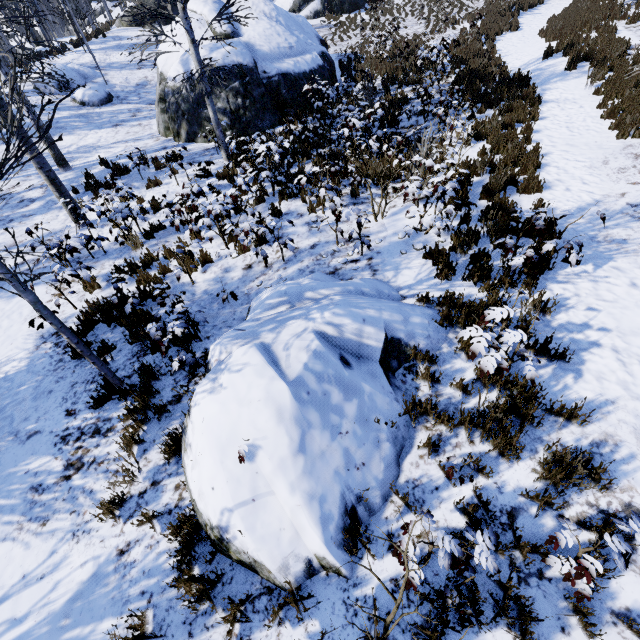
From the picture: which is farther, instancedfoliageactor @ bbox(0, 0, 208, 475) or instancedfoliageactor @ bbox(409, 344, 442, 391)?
instancedfoliageactor @ bbox(409, 344, 442, 391)

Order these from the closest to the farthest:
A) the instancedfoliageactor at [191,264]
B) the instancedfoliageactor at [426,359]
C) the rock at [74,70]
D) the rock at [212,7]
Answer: the instancedfoliageactor at [426,359]
the instancedfoliageactor at [191,264]
the rock at [212,7]
the rock at [74,70]

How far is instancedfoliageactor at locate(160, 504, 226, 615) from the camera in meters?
2.8 m

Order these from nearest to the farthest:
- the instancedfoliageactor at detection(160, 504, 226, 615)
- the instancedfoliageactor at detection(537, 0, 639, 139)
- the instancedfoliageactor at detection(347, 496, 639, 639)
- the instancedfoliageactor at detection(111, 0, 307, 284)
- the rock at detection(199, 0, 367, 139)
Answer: the instancedfoliageactor at detection(347, 496, 639, 639), the instancedfoliageactor at detection(160, 504, 226, 615), the instancedfoliageactor at detection(111, 0, 307, 284), the instancedfoliageactor at detection(537, 0, 639, 139), the rock at detection(199, 0, 367, 139)

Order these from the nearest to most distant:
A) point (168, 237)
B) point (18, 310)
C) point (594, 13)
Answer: point (18, 310) → point (168, 237) → point (594, 13)

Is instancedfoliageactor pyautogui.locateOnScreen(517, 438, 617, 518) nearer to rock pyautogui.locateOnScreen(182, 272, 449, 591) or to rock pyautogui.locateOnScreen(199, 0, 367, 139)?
rock pyautogui.locateOnScreen(199, 0, 367, 139)

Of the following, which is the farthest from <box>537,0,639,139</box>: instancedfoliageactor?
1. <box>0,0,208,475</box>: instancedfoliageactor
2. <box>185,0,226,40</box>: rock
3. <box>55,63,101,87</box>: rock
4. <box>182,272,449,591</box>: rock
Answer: <box>55,63,101,87</box>: rock

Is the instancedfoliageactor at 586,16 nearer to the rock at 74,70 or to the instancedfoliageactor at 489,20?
the instancedfoliageactor at 489,20
